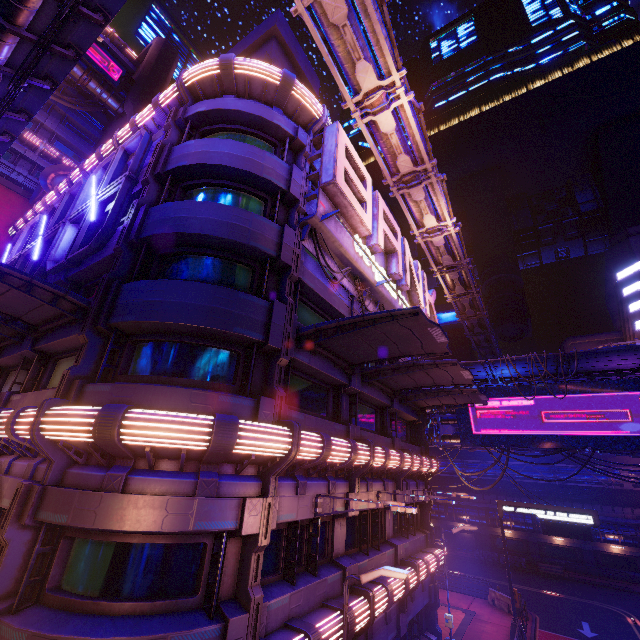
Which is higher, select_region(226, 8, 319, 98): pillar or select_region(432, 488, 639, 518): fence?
select_region(226, 8, 319, 98): pillar

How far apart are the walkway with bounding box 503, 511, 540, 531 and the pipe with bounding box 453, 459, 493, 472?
2.8 meters

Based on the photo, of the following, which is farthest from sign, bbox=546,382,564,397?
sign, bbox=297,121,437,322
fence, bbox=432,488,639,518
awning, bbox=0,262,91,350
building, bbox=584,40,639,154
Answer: building, bbox=584,40,639,154

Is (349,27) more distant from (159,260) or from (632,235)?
(632,235)

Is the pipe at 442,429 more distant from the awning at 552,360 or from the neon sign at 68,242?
the neon sign at 68,242

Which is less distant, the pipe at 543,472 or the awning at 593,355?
the awning at 593,355

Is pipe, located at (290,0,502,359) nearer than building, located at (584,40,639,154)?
Yes

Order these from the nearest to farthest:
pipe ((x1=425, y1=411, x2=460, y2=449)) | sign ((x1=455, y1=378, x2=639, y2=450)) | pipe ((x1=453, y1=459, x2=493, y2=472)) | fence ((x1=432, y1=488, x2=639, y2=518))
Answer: sign ((x1=455, y1=378, x2=639, y2=450))
pipe ((x1=425, y1=411, x2=460, y2=449))
fence ((x1=432, y1=488, x2=639, y2=518))
pipe ((x1=453, y1=459, x2=493, y2=472))
